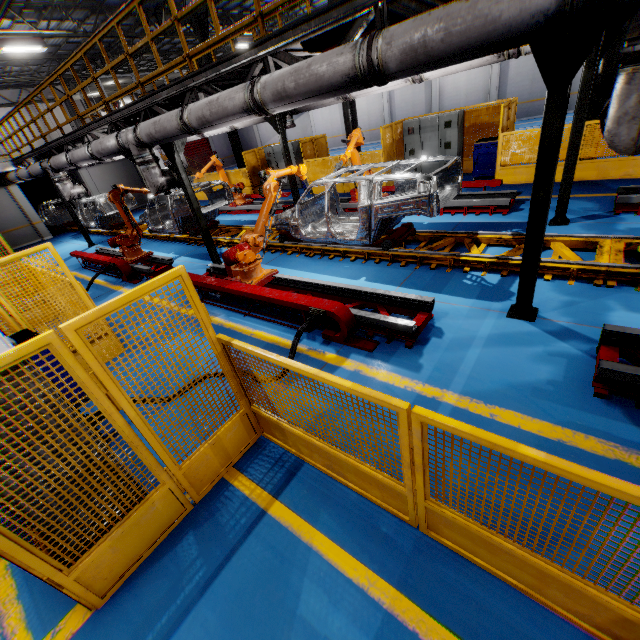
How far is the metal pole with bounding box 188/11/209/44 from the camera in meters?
14.9

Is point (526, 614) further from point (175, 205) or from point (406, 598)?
point (175, 205)

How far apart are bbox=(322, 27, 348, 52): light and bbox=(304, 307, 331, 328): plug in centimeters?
431cm

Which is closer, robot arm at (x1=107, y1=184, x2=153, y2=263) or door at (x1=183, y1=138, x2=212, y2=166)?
robot arm at (x1=107, y1=184, x2=153, y2=263)

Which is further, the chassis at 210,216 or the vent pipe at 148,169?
the chassis at 210,216

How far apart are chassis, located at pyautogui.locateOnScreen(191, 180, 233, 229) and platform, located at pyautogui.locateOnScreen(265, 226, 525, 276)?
0.0 meters

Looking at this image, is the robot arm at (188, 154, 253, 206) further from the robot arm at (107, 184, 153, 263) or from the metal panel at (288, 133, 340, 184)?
the metal panel at (288, 133, 340, 184)
